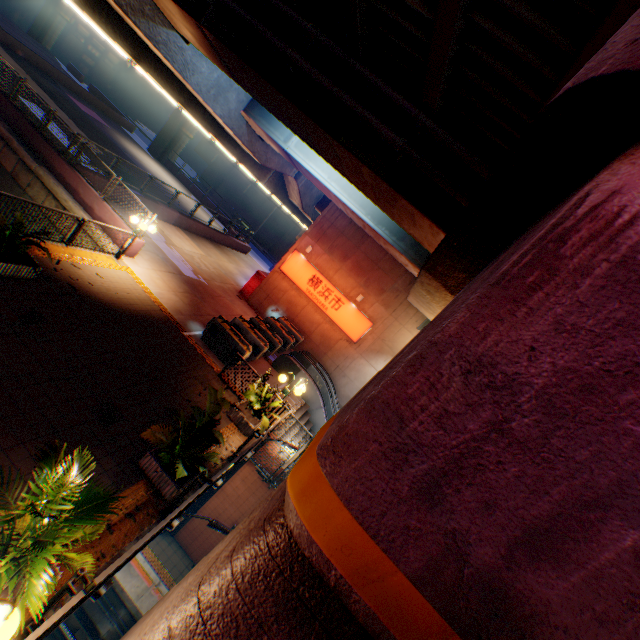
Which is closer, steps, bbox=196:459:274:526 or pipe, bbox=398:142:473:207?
pipe, bbox=398:142:473:207

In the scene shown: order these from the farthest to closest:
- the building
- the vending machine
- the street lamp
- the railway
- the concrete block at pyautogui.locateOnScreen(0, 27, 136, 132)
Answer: the building < the concrete block at pyautogui.locateOnScreen(0, 27, 136, 132) < the vending machine < the railway < the street lamp

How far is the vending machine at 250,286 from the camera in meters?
20.9 m

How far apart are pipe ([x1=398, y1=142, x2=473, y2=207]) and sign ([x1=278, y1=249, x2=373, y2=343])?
13.4m

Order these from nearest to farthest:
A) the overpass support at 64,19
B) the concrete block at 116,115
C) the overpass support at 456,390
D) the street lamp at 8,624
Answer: the overpass support at 456,390 < the street lamp at 8,624 < the concrete block at 116,115 < the overpass support at 64,19

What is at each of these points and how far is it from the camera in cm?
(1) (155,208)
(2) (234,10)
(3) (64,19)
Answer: (1) concrete block, 2002
(2) pipe, 636
(3) overpass support, 4269

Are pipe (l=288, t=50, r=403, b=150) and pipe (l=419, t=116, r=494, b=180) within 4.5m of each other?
yes

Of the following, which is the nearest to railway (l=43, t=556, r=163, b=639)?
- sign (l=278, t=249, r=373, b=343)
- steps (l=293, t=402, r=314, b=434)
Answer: steps (l=293, t=402, r=314, b=434)
